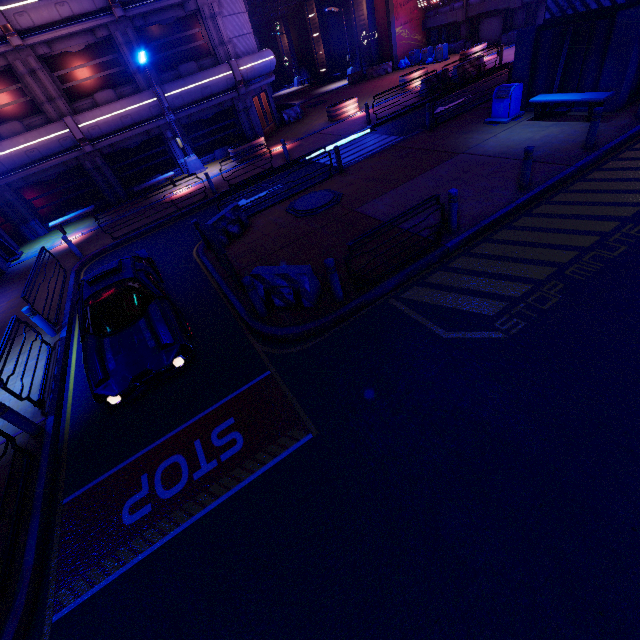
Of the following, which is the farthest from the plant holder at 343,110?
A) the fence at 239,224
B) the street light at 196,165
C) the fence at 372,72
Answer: the fence at 239,224

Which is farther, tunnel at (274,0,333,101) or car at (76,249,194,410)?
tunnel at (274,0,333,101)

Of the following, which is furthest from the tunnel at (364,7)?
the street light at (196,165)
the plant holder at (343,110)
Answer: the street light at (196,165)

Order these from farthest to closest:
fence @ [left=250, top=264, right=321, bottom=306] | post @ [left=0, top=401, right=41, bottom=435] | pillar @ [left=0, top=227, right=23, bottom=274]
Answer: pillar @ [left=0, top=227, right=23, bottom=274], fence @ [left=250, top=264, right=321, bottom=306], post @ [left=0, top=401, right=41, bottom=435]

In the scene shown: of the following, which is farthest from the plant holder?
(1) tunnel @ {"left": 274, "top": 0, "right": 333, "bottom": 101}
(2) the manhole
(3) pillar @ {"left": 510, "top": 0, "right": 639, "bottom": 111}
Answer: (1) tunnel @ {"left": 274, "top": 0, "right": 333, "bottom": 101}

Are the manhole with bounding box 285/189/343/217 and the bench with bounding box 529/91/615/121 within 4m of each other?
no

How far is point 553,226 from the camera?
7.6m

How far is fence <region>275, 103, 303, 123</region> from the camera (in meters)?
25.23
